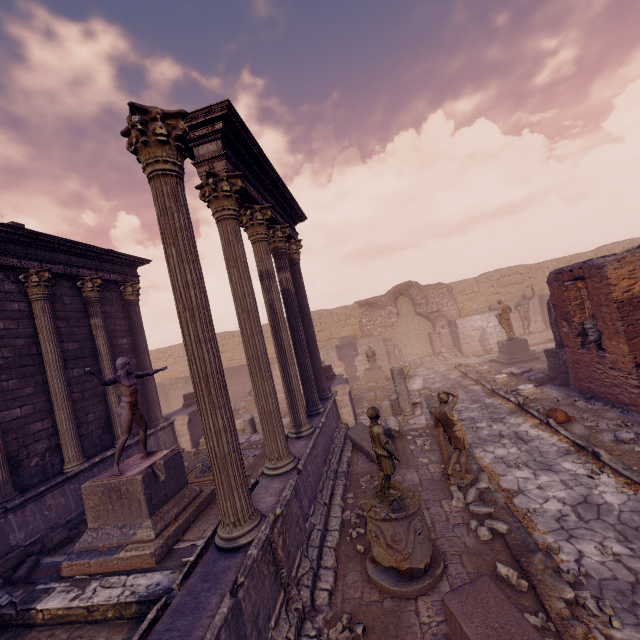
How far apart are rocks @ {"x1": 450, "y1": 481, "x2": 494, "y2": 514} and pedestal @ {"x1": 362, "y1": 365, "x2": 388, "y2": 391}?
10.5m

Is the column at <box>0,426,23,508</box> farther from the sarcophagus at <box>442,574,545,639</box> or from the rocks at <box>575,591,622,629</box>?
the rocks at <box>575,591,622,629</box>

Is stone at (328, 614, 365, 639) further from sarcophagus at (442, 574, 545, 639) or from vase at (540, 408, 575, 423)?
vase at (540, 408, 575, 423)

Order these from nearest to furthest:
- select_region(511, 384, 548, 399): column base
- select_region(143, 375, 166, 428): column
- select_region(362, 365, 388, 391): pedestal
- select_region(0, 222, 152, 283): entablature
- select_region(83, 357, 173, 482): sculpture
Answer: select_region(83, 357, 173, 482): sculpture
select_region(0, 222, 152, 283): entablature
select_region(511, 384, 548, 399): column base
select_region(143, 375, 166, 428): column
select_region(362, 365, 388, 391): pedestal

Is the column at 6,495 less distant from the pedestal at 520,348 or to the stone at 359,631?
the stone at 359,631

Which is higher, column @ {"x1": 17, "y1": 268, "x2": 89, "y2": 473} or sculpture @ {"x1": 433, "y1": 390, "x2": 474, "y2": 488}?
column @ {"x1": 17, "y1": 268, "x2": 89, "y2": 473}

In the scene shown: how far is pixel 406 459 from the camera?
8.4m

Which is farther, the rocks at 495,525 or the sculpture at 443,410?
the sculpture at 443,410
